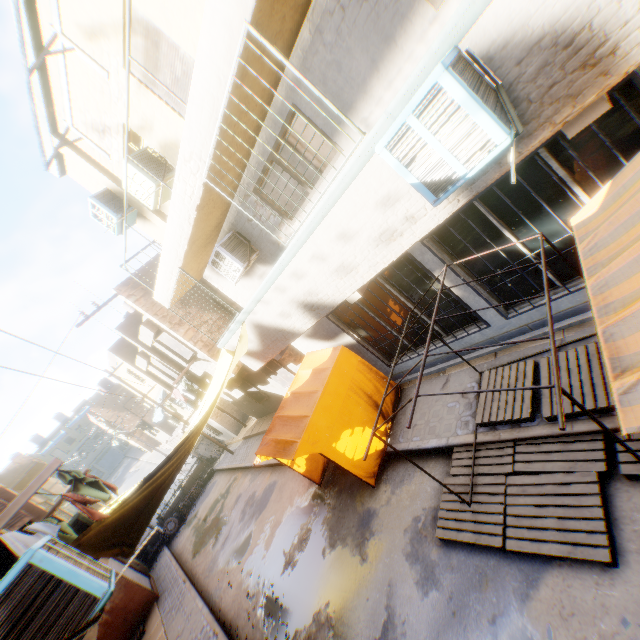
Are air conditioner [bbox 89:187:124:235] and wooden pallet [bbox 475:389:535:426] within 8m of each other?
no

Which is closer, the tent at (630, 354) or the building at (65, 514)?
the tent at (630, 354)

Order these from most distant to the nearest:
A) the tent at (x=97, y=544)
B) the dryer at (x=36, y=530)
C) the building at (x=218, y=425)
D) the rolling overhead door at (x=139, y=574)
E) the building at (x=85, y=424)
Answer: the building at (x=218, y=425)
the building at (x=85, y=424)
the rolling overhead door at (x=139, y=574)
the tent at (x=97, y=544)
the dryer at (x=36, y=530)

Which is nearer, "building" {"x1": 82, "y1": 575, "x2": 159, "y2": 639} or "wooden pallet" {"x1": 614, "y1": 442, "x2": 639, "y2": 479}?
"wooden pallet" {"x1": 614, "y1": 442, "x2": 639, "y2": 479}

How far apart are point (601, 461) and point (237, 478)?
16.5 meters

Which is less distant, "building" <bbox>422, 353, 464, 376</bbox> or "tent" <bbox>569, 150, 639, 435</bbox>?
"tent" <bbox>569, 150, 639, 435</bbox>

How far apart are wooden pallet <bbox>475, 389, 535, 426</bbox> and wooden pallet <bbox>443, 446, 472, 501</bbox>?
0.0 meters

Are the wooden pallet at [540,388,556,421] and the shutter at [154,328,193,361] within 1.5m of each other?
no
